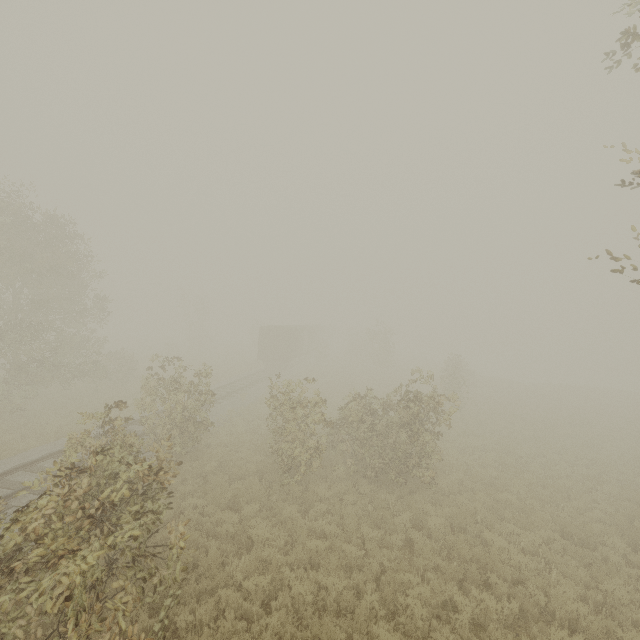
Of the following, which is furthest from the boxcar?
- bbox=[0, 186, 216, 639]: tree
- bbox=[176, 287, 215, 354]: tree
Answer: bbox=[176, 287, 215, 354]: tree

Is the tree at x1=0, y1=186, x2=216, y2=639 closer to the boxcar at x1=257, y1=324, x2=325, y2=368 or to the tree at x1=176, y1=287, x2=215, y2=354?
the boxcar at x1=257, y1=324, x2=325, y2=368

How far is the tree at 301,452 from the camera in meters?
11.9 m

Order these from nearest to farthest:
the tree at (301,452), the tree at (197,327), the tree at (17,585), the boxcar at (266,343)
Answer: the tree at (17,585) → the tree at (301,452) → the boxcar at (266,343) → the tree at (197,327)

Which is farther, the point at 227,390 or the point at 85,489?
the point at 227,390
